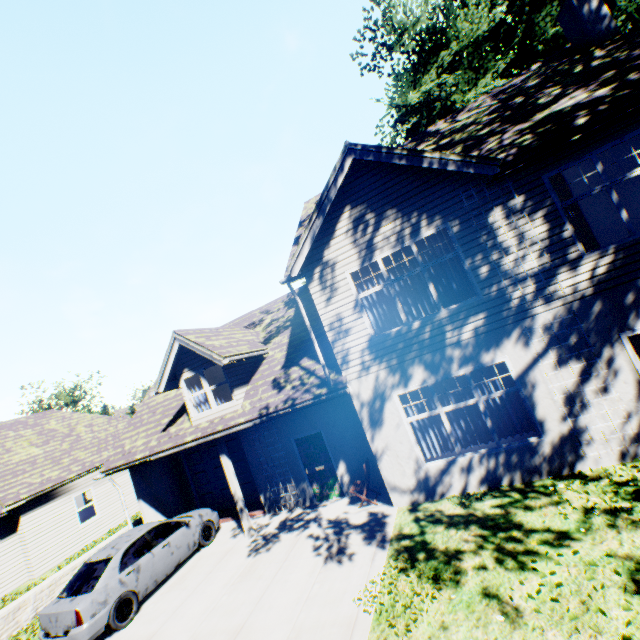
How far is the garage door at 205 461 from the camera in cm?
1355

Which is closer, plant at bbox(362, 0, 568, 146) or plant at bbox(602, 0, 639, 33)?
plant at bbox(602, 0, 639, 33)

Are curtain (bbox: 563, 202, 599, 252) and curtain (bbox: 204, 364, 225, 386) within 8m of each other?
no

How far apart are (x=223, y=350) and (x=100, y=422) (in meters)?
Answer: 17.18

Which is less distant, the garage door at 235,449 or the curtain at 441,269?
the curtain at 441,269

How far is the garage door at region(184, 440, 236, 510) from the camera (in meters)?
13.55

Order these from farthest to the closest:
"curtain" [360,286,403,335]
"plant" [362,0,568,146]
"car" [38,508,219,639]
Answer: "plant" [362,0,568,146] → "curtain" [360,286,403,335] → "car" [38,508,219,639]

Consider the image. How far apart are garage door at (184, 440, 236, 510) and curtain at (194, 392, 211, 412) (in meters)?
2.38
